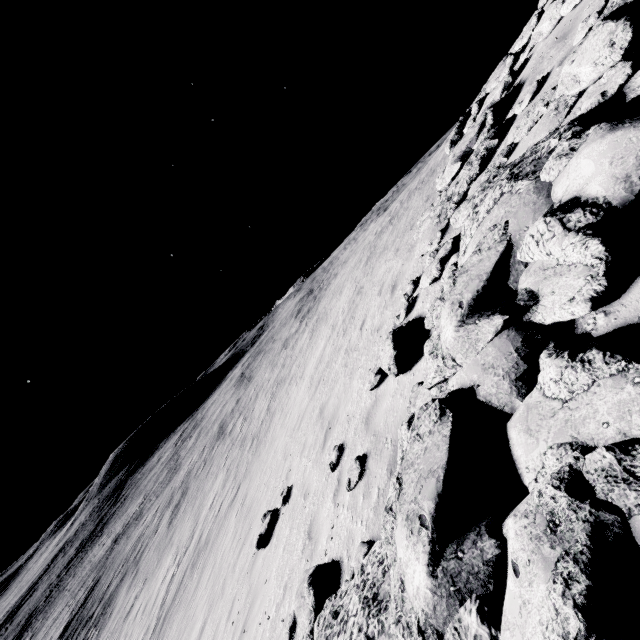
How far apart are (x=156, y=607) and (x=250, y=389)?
19.95m

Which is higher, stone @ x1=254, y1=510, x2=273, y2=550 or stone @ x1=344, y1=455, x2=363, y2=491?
stone @ x1=344, y1=455, x2=363, y2=491

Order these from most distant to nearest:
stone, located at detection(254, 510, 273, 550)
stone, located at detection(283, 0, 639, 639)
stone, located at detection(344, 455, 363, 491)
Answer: stone, located at detection(254, 510, 273, 550) < stone, located at detection(344, 455, 363, 491) < stone, located at detection(283, 0, 639, 639)

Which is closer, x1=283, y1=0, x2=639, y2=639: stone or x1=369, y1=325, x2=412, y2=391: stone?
x1=283, y1=0, x2=639, y2=639: stone

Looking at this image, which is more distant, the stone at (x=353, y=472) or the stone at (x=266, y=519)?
the stone at (x=266, y=519)

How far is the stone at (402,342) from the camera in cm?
503

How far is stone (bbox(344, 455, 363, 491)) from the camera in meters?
4.7 m
